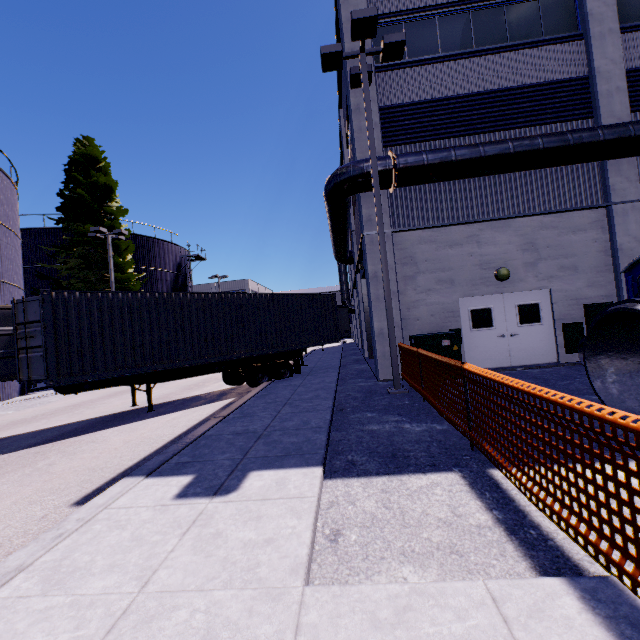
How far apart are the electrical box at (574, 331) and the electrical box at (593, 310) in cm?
22

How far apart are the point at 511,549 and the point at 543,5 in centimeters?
1642cm

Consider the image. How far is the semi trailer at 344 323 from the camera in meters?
23.9 m

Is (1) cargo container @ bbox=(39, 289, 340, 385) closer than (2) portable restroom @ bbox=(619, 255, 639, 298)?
No

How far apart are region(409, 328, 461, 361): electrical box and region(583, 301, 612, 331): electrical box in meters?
4.7 m

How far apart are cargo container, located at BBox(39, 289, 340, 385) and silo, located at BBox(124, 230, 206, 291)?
20.0 meters

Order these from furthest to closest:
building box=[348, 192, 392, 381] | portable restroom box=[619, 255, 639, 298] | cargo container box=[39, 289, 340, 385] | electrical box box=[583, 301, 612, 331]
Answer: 1. building box=[348, 192, 392, 381]
2. electrical box box=[583, 301, 612, 331]
3. cargo container box=[39, 289, 340, 385]
4. portable restroom box=[619, 255, 639, 298]

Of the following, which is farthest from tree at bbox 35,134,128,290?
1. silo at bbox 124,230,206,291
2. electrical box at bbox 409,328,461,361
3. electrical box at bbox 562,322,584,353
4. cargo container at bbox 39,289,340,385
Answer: electrical box at bbox 562,322,584,353
